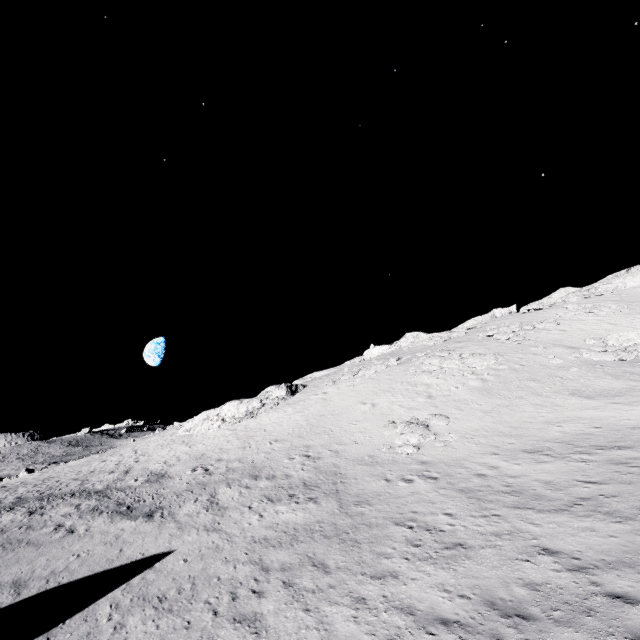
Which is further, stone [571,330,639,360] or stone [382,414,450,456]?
stone [571,330,639,360]

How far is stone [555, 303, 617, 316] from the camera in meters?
36.9 m

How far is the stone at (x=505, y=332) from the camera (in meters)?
32.88

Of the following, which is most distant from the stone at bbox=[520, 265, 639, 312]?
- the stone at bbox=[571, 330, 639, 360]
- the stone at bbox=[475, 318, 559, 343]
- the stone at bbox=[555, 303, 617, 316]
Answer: the stone at bbox=[571, 330, 639, 360]

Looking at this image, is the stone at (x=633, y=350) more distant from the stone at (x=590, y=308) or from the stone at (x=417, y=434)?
the stone at (x=417, y=434)

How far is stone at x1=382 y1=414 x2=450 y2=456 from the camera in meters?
18.7

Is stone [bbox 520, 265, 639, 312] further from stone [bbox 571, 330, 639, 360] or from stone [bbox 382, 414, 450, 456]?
stone [bbox 382, 414, 450, 456]

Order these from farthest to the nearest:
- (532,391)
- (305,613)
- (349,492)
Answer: (532,391) < (349,492) < (305,613)
